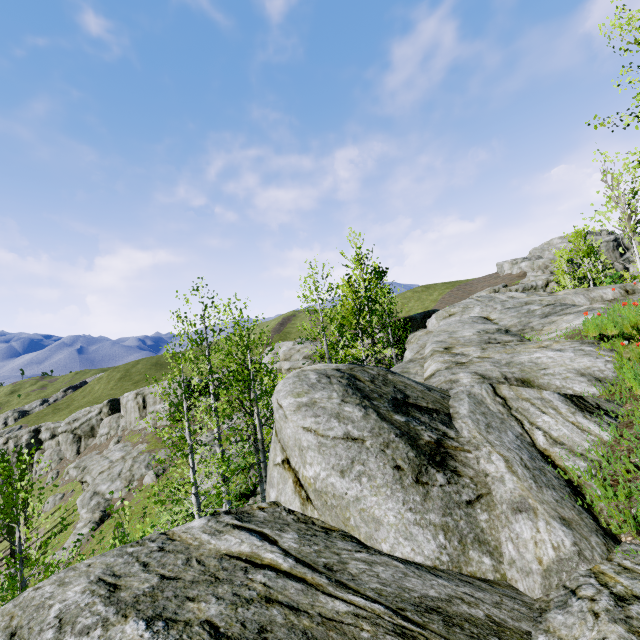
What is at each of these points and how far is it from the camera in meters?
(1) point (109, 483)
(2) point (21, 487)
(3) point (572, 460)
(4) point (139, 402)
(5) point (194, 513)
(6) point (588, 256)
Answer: (1) rock, 37.2
(2) instancedfoliageactor, 7.1
(3) rock, 3.4
(4) rock, 56.2
(5) instancedfoliageactor, 9.8
(6) instancedfoliageactor, 29.7

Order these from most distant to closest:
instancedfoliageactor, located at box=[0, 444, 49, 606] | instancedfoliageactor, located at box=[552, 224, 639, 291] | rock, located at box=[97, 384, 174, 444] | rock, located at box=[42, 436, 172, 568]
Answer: rock, located at box=[97, 384, 174, 444] → rock, located at box=[42, 436, 172, 568] → instancedfoliageactor, located at box=[552, 224, 639, 291] → instancedfoliageactor, located at box=[0, 444, 49, 606]

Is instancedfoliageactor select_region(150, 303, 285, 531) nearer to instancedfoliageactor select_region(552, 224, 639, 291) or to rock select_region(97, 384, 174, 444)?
rock select_region(97, 384, 174, 444)

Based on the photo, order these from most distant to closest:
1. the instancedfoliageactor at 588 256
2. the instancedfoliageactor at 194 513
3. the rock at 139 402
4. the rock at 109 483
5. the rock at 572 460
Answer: the rock at 139 402, the rock at 109 483, the instancedfoliageactor at 588 256, the instancedfoliageactor at 194 513, the rock at 572 460

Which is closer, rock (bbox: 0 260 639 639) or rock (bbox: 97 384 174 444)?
rock (bbox: 0 260 639 639)

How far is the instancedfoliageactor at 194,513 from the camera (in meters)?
9.58

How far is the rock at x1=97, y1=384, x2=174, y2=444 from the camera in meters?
50.4
